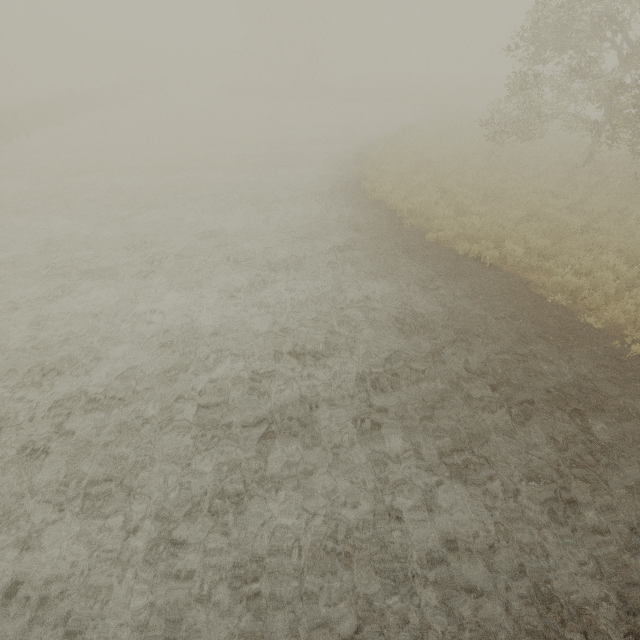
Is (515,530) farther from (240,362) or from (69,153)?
(69,153)
